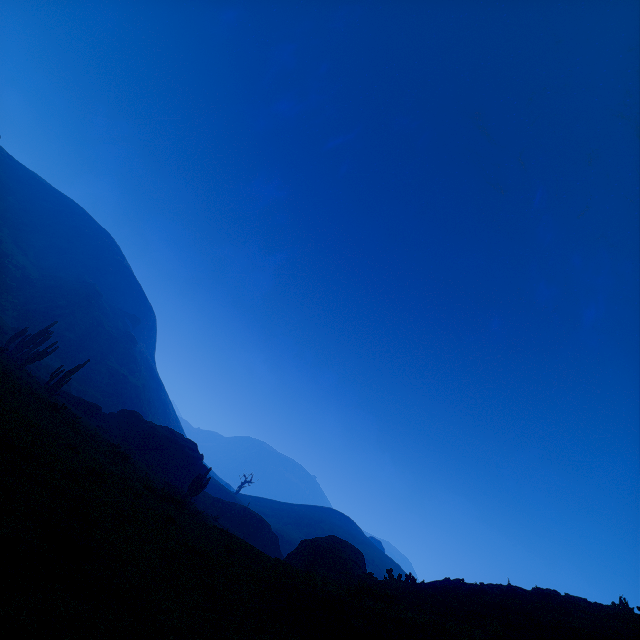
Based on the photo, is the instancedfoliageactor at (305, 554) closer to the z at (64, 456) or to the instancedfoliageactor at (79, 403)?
the z at (64, 456)

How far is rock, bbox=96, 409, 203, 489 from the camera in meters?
34.5

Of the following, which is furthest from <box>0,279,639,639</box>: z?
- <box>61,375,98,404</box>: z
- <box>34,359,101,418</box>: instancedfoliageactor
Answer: <box>61,375,98,404</box>: z

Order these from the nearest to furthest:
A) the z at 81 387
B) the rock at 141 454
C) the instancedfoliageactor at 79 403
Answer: Answer:
the instancedfoliageactor at 79 403
the rock at 141 454
the z at 81 387

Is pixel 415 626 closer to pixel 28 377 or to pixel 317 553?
pixel 317 553

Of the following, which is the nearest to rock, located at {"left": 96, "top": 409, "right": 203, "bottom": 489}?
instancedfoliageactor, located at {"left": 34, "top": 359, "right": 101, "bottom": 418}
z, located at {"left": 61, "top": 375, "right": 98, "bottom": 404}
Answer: instancedfoliageactor, located at {"left": 34, "top": 359, "right": 101, "bottom": 418}

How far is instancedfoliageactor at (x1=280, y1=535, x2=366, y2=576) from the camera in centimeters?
1991cm

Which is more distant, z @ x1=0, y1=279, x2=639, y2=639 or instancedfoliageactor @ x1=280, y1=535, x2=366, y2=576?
instancedfoliageactor @ x1=280, y1=535, x2=366, y2=576
